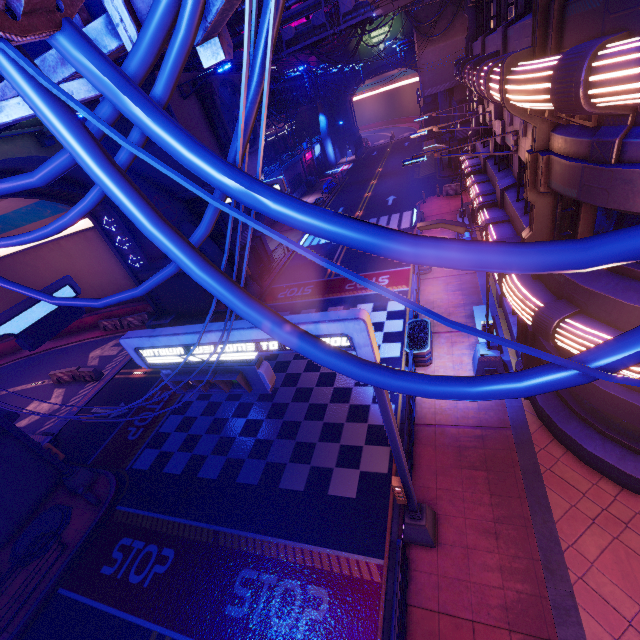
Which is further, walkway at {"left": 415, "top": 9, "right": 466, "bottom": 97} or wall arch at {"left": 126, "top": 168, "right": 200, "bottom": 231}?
walkway at {"left": 415, "top": 9, "right": 466, "bottom": 97}

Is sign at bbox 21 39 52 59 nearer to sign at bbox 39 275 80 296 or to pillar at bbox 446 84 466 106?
sign at bbox 39 275 80 296

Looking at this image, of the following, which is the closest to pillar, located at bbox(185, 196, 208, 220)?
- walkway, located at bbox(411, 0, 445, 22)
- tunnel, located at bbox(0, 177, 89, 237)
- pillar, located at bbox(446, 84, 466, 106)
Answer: tunnel, located at bbox(0, 177, 89, 237)

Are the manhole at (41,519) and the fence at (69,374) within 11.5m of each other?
yes

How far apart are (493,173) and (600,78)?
10.6 meters

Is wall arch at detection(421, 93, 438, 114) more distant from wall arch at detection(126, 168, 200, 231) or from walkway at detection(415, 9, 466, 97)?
wall arch at detection(126, 168, 200, 231)

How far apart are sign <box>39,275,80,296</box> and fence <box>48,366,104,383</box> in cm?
977

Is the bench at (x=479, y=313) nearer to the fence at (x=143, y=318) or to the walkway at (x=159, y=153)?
the walkway at (x=159, y=153)
